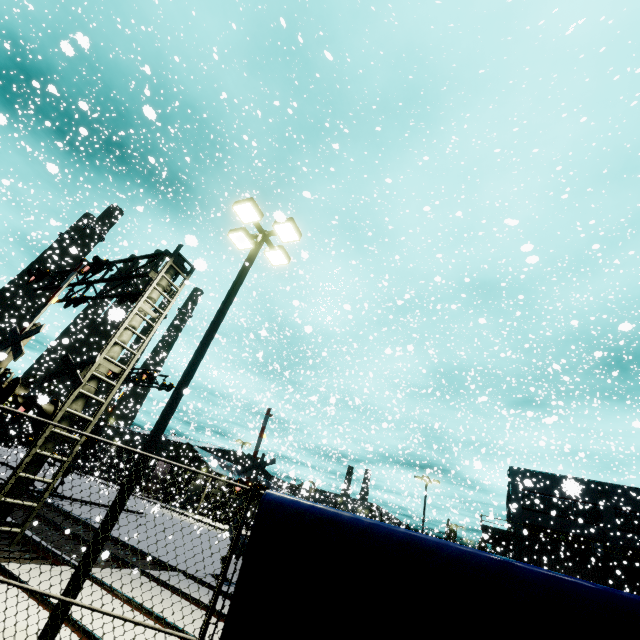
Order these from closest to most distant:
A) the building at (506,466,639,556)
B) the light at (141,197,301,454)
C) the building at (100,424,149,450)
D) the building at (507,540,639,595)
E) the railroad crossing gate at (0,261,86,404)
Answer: the light at (141,197,301,454), the railroad crossing gate at (0,261,86,404), the building at (507,540,639,595), the building at (506,466,639,556), the building at (100,424,149,450)

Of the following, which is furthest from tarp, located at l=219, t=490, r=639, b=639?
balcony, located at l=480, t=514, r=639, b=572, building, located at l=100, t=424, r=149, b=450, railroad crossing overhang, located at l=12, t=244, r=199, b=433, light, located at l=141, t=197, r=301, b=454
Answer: balcony, located at l=480, t=514, r=639, b=572

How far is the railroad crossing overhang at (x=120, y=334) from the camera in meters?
7.6 m

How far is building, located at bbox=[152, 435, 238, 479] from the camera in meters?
42.4 m

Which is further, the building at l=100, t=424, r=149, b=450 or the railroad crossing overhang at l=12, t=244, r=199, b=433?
the building at l=100, t=424, r=149, b=450

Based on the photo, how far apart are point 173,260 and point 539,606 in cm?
1093

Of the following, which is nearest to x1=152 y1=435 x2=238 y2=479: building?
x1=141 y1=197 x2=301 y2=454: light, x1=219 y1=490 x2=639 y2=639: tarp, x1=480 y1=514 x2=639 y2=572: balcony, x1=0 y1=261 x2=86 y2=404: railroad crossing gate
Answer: x1=480 y1=514 x2=639 y2=572: balcony

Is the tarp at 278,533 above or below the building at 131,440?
below
